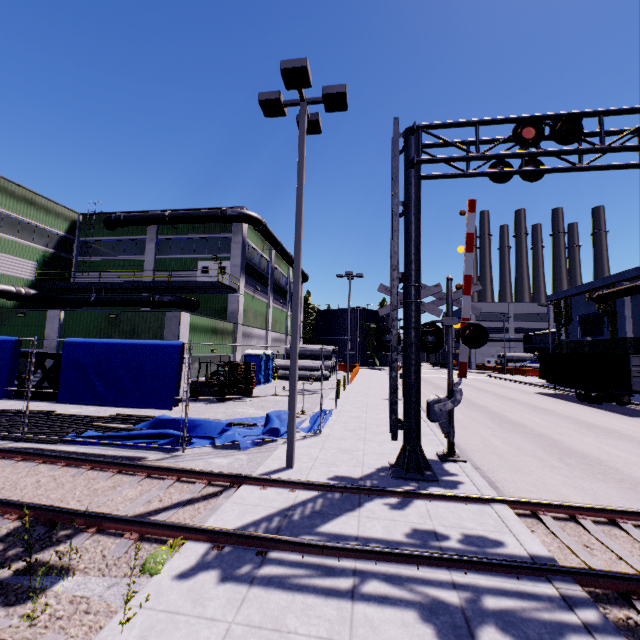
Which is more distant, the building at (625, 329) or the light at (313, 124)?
the building at (625, 329)

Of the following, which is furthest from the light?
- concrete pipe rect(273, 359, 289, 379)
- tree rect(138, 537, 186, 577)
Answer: concrete pipe rect(273, 359, 289, 379)

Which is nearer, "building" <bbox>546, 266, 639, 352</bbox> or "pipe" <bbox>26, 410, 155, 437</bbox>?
"pipe" <bbox>26, 410, 155, 437</bbox>

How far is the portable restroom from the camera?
26.6m

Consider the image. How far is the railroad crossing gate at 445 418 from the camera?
8.80m

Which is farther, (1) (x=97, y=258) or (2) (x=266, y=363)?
(1) (x=97, y=258)

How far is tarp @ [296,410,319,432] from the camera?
11.4m

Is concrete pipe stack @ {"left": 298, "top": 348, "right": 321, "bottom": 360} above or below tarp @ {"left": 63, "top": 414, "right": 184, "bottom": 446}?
above
